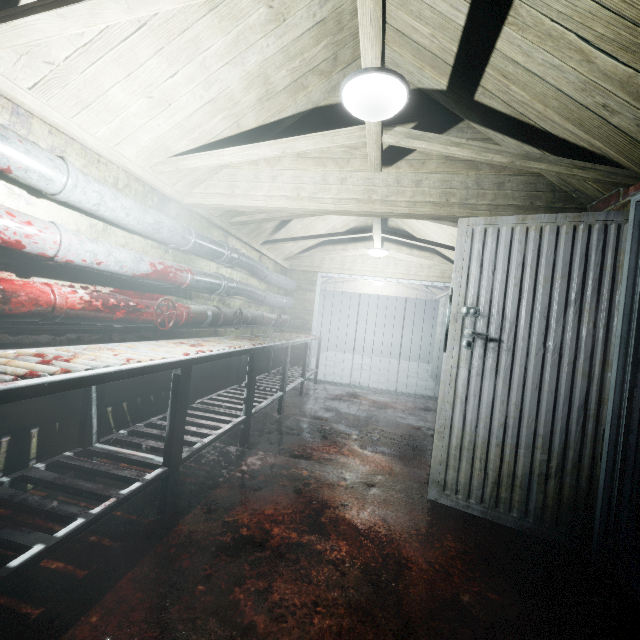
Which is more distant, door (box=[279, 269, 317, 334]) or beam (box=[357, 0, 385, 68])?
door (box=[279, 269, 317, 334])

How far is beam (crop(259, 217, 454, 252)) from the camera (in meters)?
3.93

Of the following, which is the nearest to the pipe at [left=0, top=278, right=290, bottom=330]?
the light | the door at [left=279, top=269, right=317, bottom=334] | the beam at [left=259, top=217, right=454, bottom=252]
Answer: the door at [left=279, top=269, right=317, bottom=334]

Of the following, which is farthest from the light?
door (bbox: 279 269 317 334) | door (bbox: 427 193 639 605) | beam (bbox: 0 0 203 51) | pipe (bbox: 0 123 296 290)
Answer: door (bbox: 279 269 317 334)

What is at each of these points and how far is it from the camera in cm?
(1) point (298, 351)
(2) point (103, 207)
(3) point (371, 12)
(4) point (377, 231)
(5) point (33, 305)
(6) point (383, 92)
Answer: (1) door, 588
(2) pipe, 184
(3) beam, 120
(4) beam, 396
(5) pipe, 150
(6) light, 149

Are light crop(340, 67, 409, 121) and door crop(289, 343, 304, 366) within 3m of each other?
no

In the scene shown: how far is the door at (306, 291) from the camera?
5.9m

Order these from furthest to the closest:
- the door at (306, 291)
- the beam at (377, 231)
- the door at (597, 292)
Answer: the door at (306, 291)
the beam at (377, 231)
the door at (597, 292)
